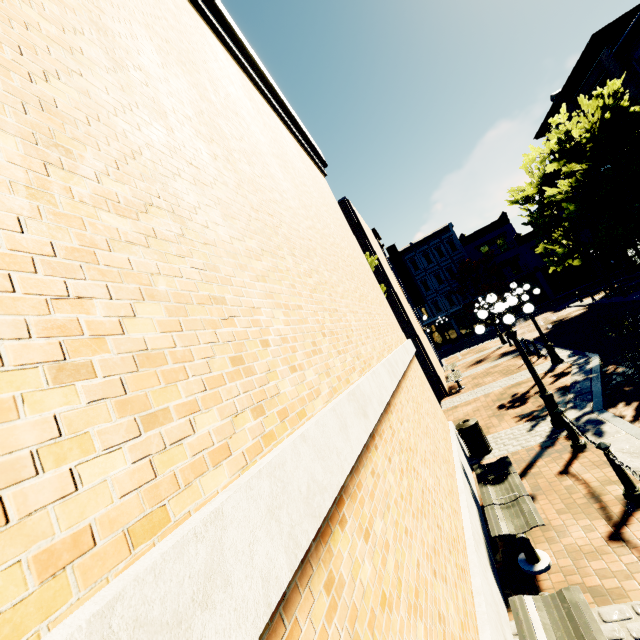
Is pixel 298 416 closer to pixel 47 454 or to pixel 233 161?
pixel 47 454

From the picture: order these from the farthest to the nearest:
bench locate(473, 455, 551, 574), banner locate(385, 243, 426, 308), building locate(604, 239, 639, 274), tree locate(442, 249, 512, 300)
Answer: tree locate(442, 249, 512, 300) → building locate(604, 239, 639, 274) → banner locate(385, 243, 426, 308) → bench locate(473, 455, 551, 574)

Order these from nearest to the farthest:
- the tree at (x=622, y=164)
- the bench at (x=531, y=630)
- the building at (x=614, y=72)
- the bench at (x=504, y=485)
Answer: the bench at (x=531, y=630) < the bench at (x=504, y=485) < the tree at (x=622, y=164) < the building at (x=614, y=72)

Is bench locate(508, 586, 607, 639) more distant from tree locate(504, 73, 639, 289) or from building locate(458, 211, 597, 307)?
building locate(458, 211, 597, 307)

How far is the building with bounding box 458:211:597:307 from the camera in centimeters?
3600cm

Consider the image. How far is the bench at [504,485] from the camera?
4.5m

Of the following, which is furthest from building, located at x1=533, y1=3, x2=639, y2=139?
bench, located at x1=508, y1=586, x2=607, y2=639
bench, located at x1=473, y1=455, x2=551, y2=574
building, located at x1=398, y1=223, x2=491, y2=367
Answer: bench, located at x1=473, y1=455, x2=551, y2=574

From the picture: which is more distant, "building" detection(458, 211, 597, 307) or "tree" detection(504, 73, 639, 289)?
"building" detection(458, 211, 597, 307)
